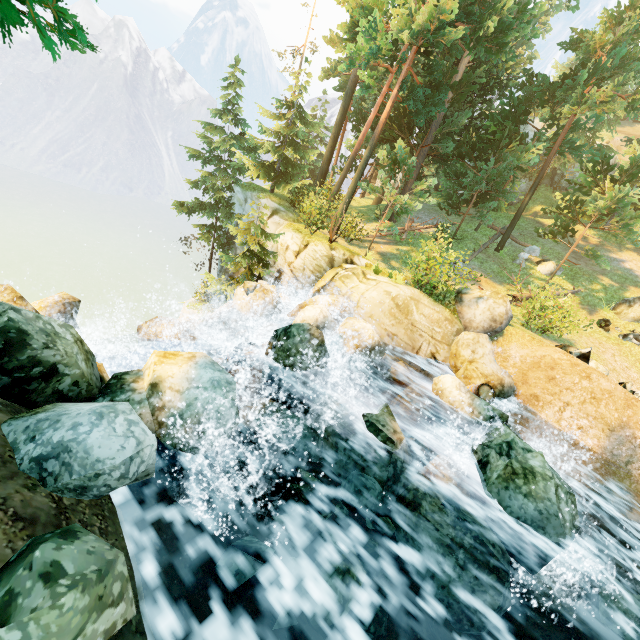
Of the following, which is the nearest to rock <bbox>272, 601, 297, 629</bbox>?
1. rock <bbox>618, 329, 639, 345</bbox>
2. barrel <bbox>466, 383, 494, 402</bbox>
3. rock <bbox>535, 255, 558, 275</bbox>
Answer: barrel <bbox>466, 383, 494, 402</bbox>

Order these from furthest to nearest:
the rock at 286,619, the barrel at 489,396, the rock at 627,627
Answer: the barrel at 489,396, the rock at 627,627, the rock at 286,619

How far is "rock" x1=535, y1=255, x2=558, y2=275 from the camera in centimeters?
2053cm

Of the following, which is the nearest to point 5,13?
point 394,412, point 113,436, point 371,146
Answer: point 113,436

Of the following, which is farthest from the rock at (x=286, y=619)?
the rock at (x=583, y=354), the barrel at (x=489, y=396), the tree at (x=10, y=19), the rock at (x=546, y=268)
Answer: the rock at (x=546, y=268)

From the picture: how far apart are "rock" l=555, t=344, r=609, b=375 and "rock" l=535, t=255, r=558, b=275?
11.3 meters

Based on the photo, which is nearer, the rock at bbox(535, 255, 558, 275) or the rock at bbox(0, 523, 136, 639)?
the rock at bbox(0, 523, 136, 639)

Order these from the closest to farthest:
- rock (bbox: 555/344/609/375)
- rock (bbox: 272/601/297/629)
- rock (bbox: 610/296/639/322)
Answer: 1. rock (bbox: 272/601/297/629)
2. rock (bbox: 555/344/609/375)
3. rock (bbox: 610/296/639/322)
